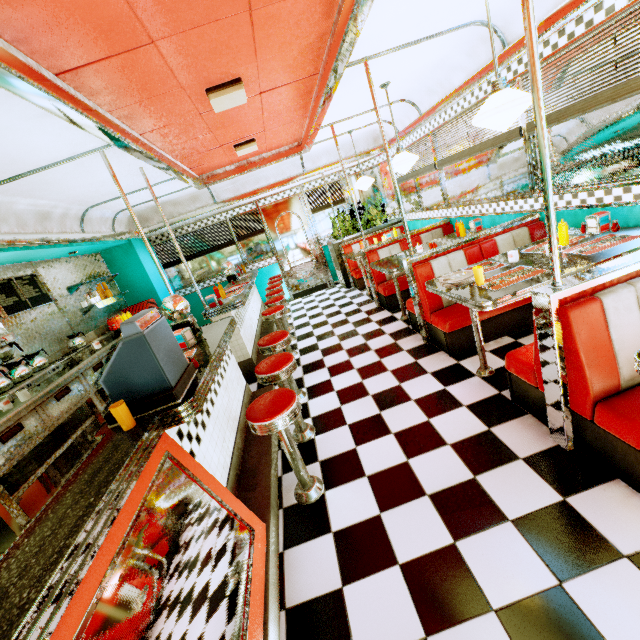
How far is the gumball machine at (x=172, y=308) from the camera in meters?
3.1

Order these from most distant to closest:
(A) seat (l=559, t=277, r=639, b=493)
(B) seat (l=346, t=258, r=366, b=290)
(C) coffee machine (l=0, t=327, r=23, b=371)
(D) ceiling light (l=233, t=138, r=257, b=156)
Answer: (B) seat (l=346, t=258, r=366, b=290) < (D) ceiling light (l=233, t=138, r=257, b=156) < (C) coffee machine (l=0, t=327, r=23, b=371) < (A) seat (l=559, t=277, r=639, b=493)

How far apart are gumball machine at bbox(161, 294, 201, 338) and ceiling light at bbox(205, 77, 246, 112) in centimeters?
185cm

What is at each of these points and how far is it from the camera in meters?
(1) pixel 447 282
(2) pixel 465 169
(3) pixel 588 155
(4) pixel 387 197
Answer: (1) plate, 2.8
(2) window, 4.8
(3) window, 3.0
(4) window, 7.9

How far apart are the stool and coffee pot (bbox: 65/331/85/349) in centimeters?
359cm

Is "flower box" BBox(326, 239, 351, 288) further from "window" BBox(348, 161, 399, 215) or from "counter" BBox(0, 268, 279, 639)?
"counter" BBox(0, 268, 279, 639)

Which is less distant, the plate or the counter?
the counter

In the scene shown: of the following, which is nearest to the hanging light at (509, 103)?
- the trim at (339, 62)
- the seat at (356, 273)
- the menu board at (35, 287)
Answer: the trim at (339, 62)
